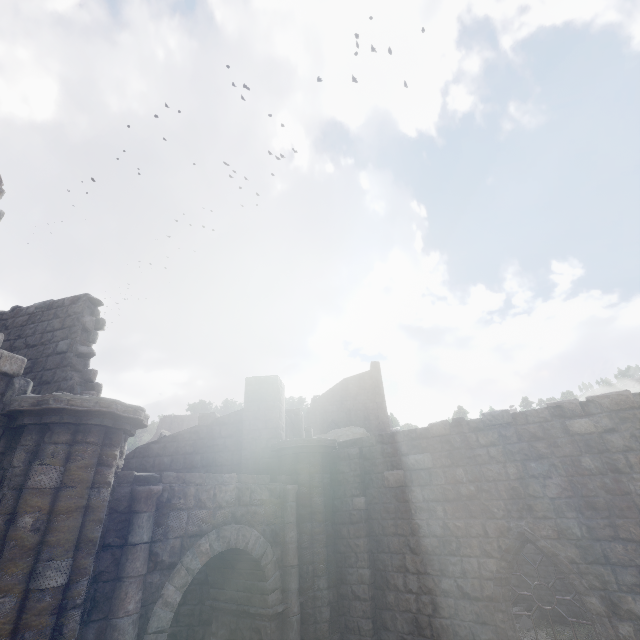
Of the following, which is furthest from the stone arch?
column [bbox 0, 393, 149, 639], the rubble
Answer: the rubble

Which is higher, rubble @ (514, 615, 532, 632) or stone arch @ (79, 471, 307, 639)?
stone arch @ (79, 471, 307, 639)

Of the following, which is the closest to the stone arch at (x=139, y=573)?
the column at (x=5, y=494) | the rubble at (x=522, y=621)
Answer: the column at (x=5, y=494)

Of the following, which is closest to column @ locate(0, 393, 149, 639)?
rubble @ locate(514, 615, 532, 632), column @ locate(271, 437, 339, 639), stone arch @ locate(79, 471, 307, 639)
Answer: stone arch @ locate(79, 471, 307, 639)

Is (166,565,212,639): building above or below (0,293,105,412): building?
below

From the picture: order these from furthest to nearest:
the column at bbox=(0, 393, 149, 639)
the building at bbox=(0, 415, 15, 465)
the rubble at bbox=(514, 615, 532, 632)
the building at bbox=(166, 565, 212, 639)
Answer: the rubble at bbox=(514, 615, 532, 632) < the building at bbox=(166, 565, 212, 639) < the building at bbox=(0, 415, 15, 465) < the column at bbox=(0, 393, 149, 639)

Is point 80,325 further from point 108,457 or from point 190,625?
point 190,625

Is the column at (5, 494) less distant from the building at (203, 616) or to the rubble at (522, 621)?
the building at (203, 616)
